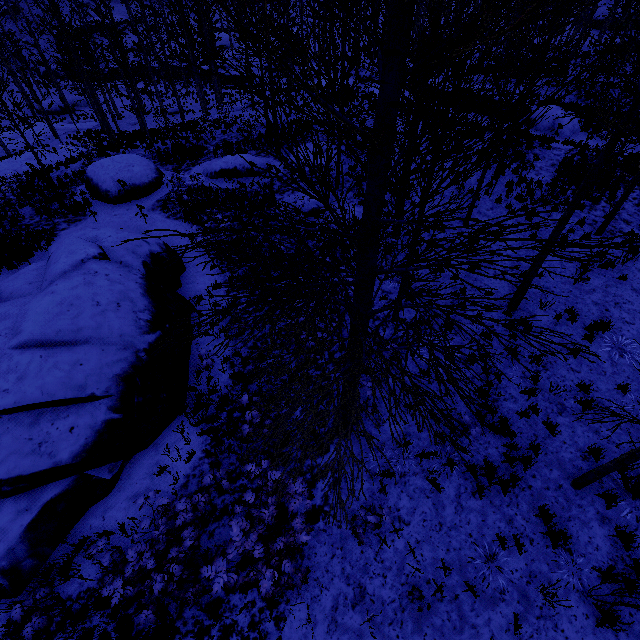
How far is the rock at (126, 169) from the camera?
15.5 meters

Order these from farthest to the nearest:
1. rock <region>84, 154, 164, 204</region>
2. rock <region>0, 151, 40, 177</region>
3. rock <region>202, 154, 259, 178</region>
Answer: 1. rock <region>0, 151, 40, 177</region>
2. rock <region>202, 154, 259, 178</region>
3. rock <region>84, 154, 164, 204</region>

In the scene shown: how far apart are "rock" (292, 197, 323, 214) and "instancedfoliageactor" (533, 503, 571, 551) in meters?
11.6 m

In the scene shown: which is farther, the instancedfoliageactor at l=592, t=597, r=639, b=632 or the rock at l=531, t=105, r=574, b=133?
the rock at l=531, t=105, r=574, b=133

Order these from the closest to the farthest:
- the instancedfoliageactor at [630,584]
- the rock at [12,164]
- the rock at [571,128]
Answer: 1. the instancedfoliageactor at [630,584]
2. the rock at [571,128]
3. the rock at [12,164]

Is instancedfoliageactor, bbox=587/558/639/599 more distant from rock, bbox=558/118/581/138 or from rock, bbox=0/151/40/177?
rock, bbox=0/151/40/177

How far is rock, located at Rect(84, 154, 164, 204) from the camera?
15.51m

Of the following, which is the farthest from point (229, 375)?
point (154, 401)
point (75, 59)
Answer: point (75, 59)
